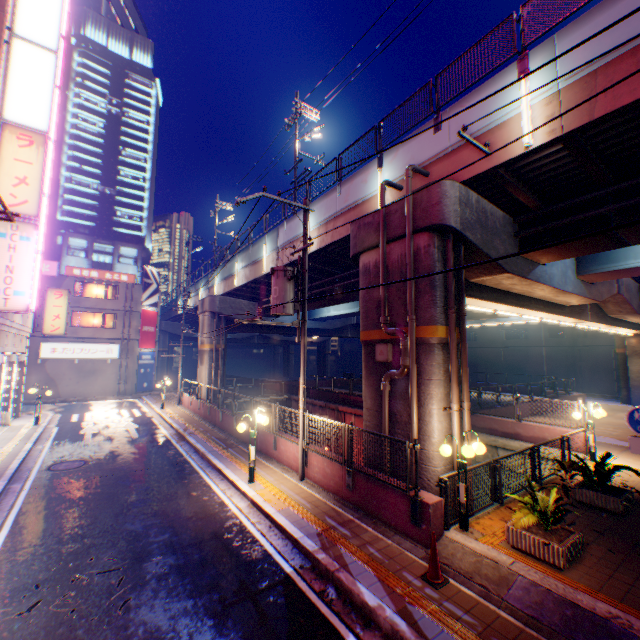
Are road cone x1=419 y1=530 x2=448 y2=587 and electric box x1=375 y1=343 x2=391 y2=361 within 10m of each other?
yes

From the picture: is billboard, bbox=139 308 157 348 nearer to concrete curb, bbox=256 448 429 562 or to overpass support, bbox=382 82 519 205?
overpass support, bbox=382 82 519 205

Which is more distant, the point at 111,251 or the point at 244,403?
the point at 111,251

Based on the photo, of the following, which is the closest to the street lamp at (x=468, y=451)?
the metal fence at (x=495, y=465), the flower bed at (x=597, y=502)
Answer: the metal fence at (x=495, y=465)

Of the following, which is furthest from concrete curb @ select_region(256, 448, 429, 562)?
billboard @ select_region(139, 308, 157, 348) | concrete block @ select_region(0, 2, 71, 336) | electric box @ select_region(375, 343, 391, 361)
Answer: concrete block @ select_region(0, 2, 71, 336)

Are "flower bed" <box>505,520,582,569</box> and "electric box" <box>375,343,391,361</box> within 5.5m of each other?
yes

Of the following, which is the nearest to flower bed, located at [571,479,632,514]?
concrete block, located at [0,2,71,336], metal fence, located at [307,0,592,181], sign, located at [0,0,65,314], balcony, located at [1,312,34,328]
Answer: metal fence, located at [307,0,592,181]

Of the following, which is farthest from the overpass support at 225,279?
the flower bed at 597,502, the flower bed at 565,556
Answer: the flower bed at 597,502
